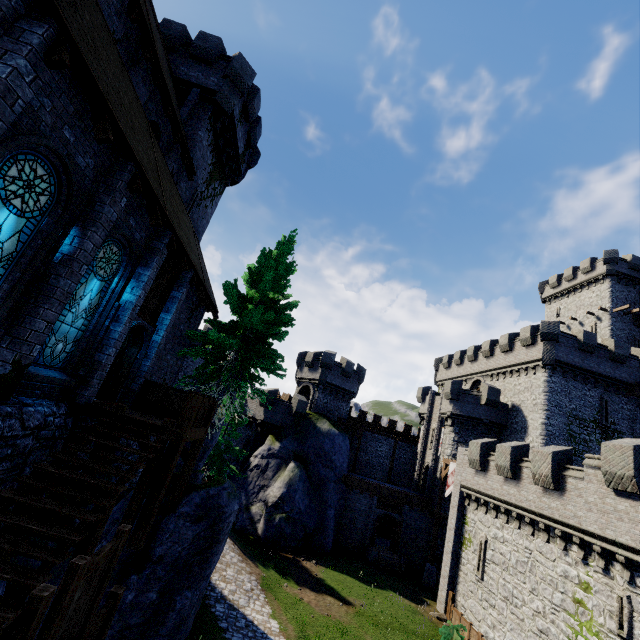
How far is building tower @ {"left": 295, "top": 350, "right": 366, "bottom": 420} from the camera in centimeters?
3559cm

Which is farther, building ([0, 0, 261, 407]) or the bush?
the bush

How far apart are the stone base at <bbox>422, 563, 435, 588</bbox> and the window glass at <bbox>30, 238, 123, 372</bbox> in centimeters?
2994cm

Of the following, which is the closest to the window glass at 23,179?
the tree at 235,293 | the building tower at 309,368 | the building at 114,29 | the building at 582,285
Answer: the building at 114,29

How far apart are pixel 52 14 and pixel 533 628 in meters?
26.8

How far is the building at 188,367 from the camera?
41.47m

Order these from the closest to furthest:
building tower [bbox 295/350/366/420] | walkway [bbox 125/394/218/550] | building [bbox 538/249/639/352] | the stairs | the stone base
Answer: the stairs
walkway [bbox 125/394/218/550]
the stone base
building tower [bbox 295/350/366/420]
building [bbox 538/249/639/352]

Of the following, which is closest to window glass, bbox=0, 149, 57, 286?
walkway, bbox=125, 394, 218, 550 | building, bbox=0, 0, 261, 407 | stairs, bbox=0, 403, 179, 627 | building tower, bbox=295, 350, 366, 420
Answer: building, bbox=0, 0, 261, 407
